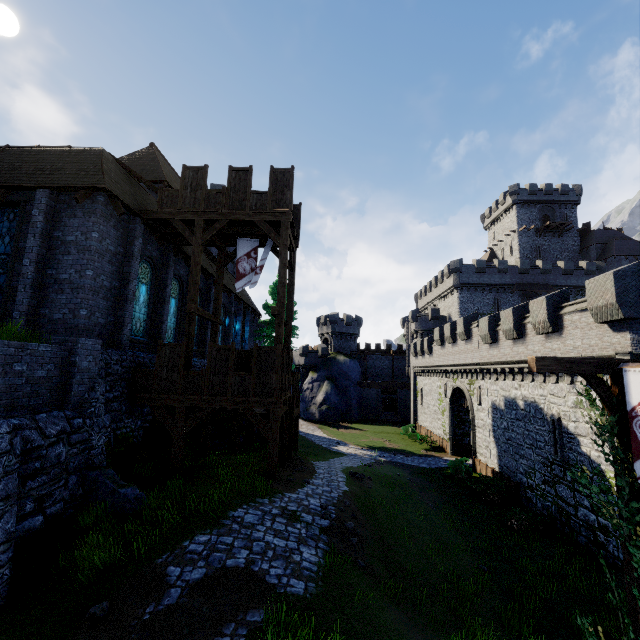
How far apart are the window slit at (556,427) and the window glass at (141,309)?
21.07m

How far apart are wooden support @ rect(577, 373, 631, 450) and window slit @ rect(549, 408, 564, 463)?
10.5 meters

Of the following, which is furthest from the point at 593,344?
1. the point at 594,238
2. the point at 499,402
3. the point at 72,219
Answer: the point at 594,238

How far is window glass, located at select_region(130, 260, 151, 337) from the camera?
14.9 meters

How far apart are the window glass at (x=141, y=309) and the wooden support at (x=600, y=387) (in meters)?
15.67

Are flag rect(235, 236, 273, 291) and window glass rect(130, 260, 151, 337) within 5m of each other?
yes

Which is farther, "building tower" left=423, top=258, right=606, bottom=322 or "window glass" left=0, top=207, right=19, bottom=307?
"building tower" left=423, top=258, right=606, bottom=322

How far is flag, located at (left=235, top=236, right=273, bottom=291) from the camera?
16.2m
